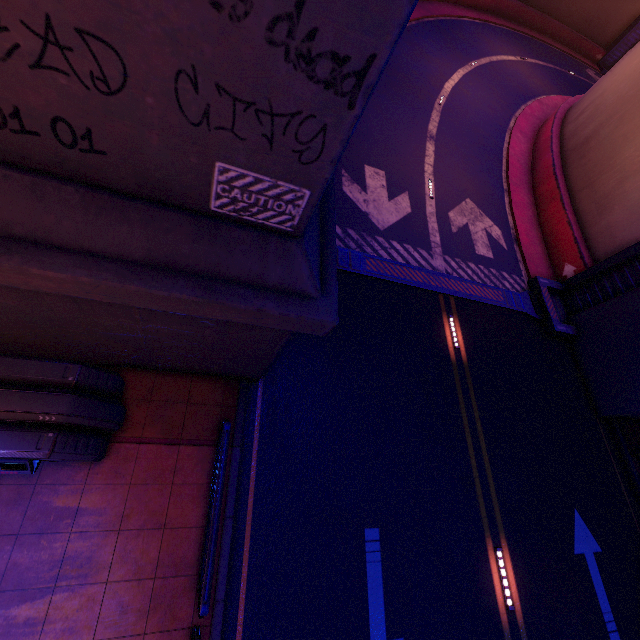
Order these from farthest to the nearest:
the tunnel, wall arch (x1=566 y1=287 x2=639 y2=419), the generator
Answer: the tunnel, wall arch (x1=566 y1=287 x2=639 y2=419), the generator

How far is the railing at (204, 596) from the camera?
4.60m

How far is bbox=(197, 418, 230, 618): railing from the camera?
4.60m

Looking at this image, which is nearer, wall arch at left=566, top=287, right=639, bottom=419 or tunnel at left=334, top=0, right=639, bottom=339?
wall arch at left=566, top=287, right=639, bottom=419

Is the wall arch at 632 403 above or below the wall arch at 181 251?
below

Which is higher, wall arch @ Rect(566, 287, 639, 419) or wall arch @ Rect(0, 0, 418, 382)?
wall arch @ Rect(0, 0, 418, 382)

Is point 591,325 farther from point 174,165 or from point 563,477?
point 174,165

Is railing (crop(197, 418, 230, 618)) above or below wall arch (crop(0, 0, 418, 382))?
below
